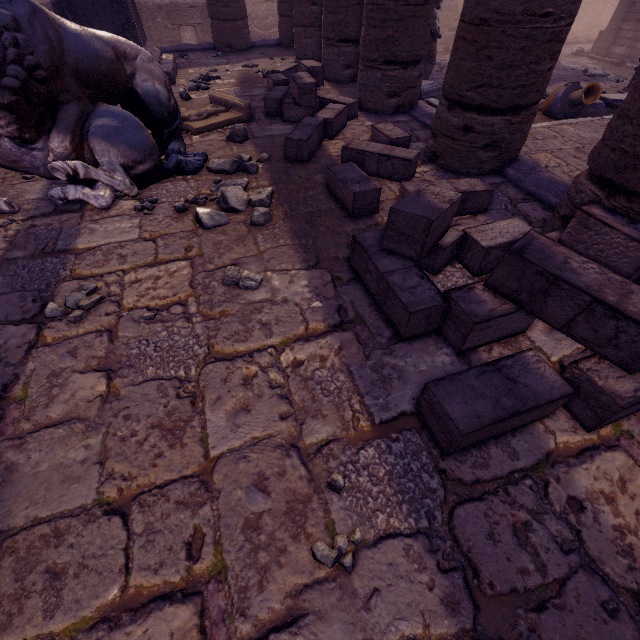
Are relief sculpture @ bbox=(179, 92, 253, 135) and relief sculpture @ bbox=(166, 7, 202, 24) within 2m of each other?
no

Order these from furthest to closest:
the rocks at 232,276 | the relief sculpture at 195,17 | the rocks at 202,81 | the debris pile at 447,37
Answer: the debris pile at 447,37 < the relief sculpture at 195,17 < the rocks at 202,81 < the rocks at 232,276

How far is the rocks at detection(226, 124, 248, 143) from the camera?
4.5m

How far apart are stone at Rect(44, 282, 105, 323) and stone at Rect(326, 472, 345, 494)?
2.2m

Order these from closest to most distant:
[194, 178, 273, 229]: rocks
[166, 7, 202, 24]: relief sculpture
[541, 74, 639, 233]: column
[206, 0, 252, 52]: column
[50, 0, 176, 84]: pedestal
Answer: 1. [541, 74, 639, 233]: column
2. [194, 178, 273, 229]: rocks
3. [50, 0, 176, 84]: pedestal
4. [206, 0, 252, 52]: column
5. [166, 7, 202, 24]: relief sculpture

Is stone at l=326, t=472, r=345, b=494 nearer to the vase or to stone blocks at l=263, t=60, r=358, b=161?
stone blocks at l=263, t=60, r=358, b=161

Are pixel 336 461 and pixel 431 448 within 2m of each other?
yes

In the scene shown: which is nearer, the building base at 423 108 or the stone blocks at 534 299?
the stone blocks at 534 299
